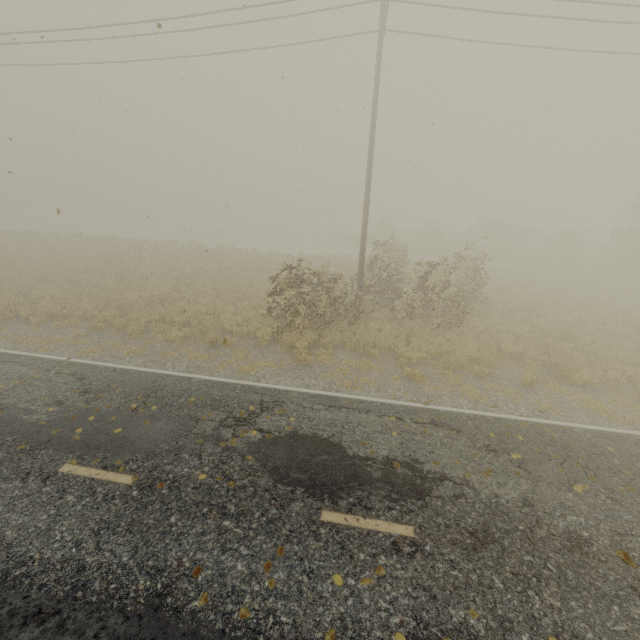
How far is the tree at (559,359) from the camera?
10.1 meters

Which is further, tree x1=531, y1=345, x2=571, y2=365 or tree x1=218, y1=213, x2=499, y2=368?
tree x1=218, y1=213, x2=499, y2=368

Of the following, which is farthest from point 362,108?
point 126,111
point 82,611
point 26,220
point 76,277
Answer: point 26,220

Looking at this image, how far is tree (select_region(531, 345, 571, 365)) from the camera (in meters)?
10.12
